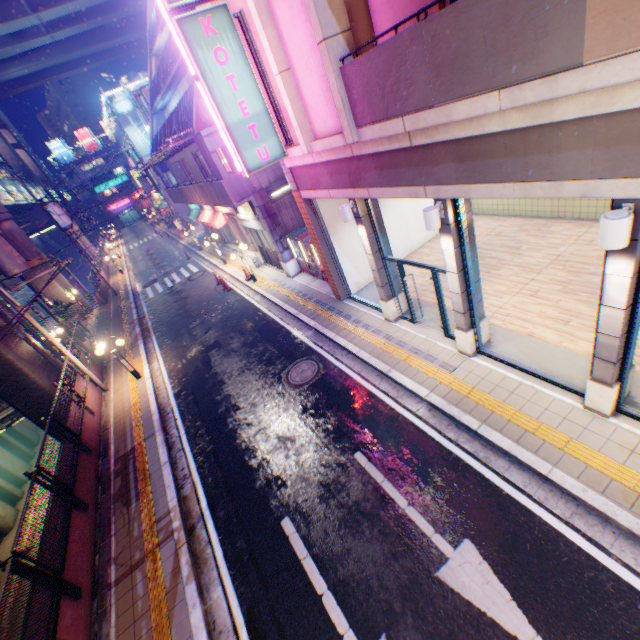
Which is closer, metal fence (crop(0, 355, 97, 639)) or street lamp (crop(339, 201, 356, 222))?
metal fence (crop(0, 355, 97, 639))

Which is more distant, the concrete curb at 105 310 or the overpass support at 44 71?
the overpass support at 44 71

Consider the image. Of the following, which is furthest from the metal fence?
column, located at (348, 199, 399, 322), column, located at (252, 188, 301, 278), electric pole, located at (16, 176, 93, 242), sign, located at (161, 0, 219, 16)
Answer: column, located at (348, 199, 399, 322)

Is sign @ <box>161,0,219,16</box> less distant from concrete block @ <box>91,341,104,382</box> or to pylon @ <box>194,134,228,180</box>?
pylon @ <box>194,134,228,180</box>

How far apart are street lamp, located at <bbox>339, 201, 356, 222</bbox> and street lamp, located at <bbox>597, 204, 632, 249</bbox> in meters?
5.5 m

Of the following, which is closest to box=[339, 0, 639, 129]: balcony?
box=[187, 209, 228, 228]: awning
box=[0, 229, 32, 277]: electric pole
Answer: box=[0, 229, 32, 277]: electric pole

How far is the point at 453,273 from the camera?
7.10m

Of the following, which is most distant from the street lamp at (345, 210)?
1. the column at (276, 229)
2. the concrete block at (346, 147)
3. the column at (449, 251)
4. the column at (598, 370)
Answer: the column at (276, 229)
